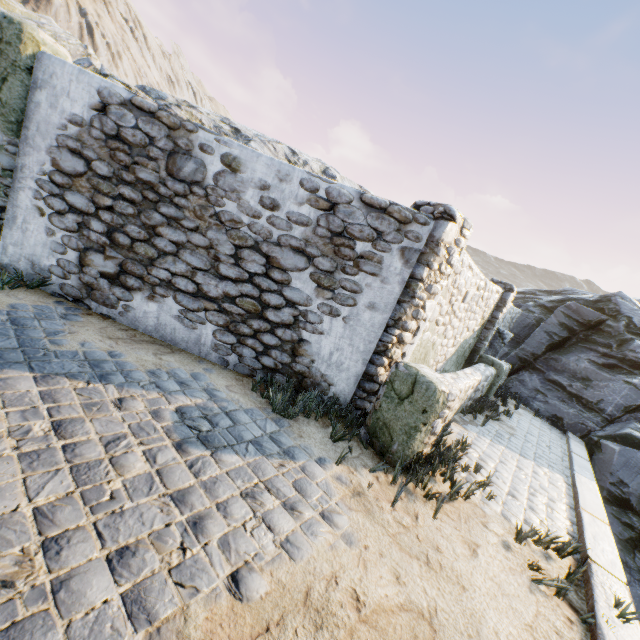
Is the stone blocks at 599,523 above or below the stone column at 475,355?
below

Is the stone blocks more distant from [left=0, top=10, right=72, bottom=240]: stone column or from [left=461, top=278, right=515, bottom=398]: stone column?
[left=0, top=10, right=72, bottom=240]: stone column

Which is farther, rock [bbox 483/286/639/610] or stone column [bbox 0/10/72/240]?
rock [bbox 483/286/639/610]

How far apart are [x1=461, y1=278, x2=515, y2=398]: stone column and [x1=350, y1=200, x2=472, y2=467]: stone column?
5.0 meters

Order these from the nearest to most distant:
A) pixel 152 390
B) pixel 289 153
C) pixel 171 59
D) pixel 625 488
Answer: pixel 152 390 < pixel 625 488 < pixel 289 153 < pixel 171 59

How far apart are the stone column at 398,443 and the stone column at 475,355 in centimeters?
496cm

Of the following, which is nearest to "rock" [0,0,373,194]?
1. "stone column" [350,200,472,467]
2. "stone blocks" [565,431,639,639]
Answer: "stone blocks" [565,431,639,639]

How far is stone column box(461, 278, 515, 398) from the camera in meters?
8.6 m
